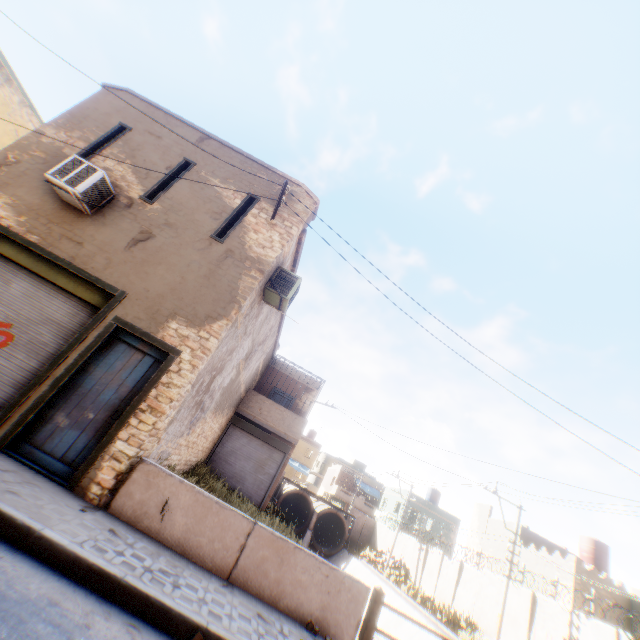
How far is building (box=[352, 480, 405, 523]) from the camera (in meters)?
38.22

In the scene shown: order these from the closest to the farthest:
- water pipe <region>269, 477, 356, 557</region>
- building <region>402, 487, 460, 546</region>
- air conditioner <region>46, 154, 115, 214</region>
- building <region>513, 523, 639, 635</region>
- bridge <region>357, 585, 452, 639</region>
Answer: bridge <region>357, 585, 452, 639</region>, air conditioner <region>46, 154, 115, 214</region>, building <region>513, 523, 639, 635</region>, water pipe <region>269, 477, 356, 557</region>, building <region>402, 487, 460, 546</region>

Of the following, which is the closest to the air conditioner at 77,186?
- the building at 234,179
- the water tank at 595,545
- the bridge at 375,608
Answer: the building at 234,179

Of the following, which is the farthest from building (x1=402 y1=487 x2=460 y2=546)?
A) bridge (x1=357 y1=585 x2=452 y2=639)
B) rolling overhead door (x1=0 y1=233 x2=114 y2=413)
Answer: bridge (x1=357 y1=585 x2=452 y2=639)

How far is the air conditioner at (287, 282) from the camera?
8.3 meters

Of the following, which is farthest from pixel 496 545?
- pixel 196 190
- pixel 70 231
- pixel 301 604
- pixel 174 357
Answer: pixel 70 231

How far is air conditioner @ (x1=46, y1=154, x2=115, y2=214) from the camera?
6.9m

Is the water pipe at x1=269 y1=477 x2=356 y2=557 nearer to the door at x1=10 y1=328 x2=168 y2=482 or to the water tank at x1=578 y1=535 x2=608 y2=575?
the water tank at x1=578 y1=535 x2=608 y2=575
